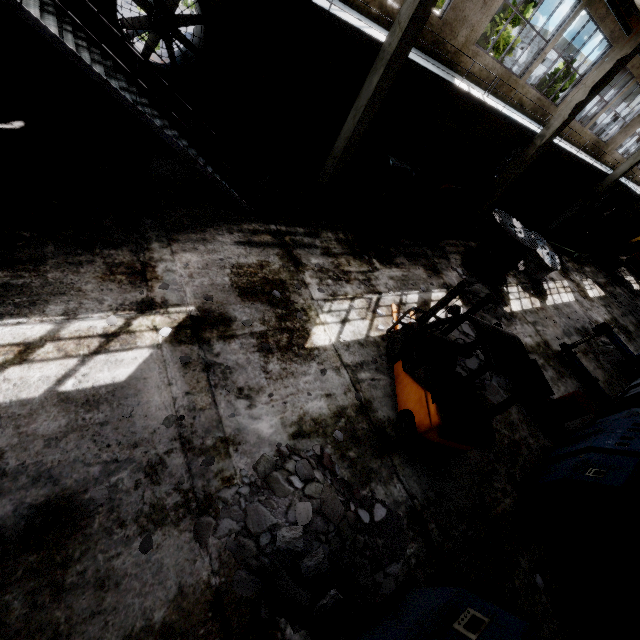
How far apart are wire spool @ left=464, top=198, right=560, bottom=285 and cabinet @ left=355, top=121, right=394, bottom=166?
4.9m

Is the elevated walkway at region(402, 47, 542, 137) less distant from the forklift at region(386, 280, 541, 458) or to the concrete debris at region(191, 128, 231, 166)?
the concrete debris at region(191, 128, 231, 166)

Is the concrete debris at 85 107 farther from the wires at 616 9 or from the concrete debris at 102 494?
the wires at 616 9

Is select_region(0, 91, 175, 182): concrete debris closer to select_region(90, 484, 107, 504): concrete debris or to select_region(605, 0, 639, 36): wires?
select_region(90, 484, 107, 504): concrete debris

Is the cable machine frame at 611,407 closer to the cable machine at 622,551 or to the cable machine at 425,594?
the cable machine at 622,551

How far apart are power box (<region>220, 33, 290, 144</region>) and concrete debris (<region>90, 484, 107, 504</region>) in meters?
9.9

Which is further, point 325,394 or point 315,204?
point 315,204

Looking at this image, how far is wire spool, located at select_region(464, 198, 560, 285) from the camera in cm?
1129
